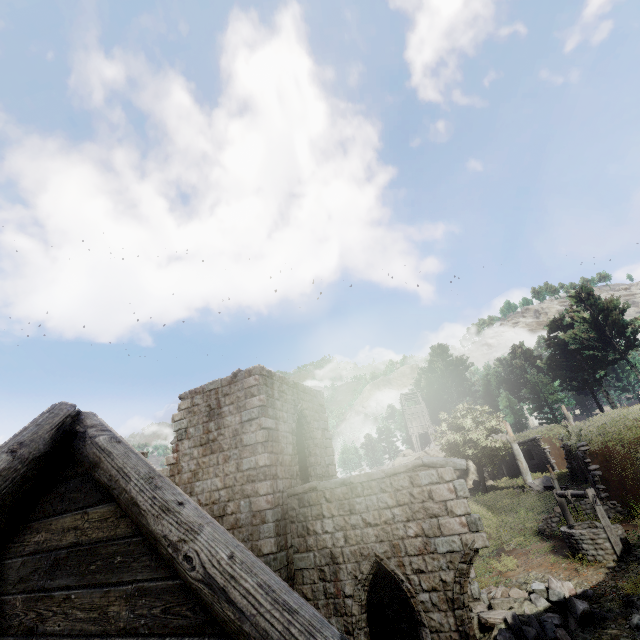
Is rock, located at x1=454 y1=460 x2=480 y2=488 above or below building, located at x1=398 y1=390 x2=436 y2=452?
below

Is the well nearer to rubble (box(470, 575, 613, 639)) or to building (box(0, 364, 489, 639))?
rubble (box(470, 575, 613, 639))

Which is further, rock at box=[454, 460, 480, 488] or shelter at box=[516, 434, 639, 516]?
rock at box=[454, 460, 480, 488]

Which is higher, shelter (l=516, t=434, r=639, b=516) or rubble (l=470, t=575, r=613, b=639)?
shelter (l=516, t=434, r=639, b=516)

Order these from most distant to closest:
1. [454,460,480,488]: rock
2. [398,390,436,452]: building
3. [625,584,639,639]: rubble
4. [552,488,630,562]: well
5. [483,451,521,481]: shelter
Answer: [398,390,436,452]: building, [454,460,480,488]: rock, [483,451,521,481]: shelter, [552,488,630,562]: well, [625,584,639,639]: rubble

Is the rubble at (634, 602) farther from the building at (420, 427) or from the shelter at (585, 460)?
the building at (420, 427)

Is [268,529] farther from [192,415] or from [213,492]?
[192,415]

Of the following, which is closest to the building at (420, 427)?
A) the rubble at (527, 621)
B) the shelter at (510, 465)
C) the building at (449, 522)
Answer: the shelter at (510, 465)
